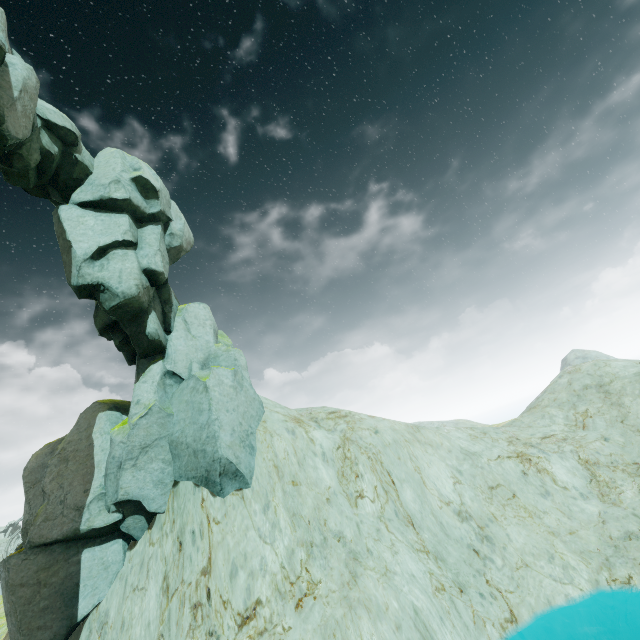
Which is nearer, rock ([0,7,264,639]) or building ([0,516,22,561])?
rock ([0,7,264,639])

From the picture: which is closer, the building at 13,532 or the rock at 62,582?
the rock at 62,582

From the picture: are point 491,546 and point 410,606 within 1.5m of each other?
no
